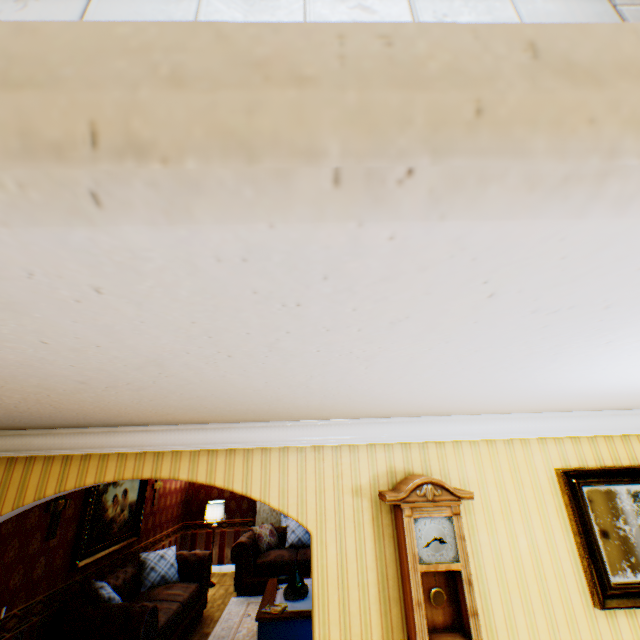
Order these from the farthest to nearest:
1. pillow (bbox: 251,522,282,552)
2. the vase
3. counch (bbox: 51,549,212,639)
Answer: pillow (bbox: 251,522,282,552) < the vase < counch (bbox: 51,549,212,639)

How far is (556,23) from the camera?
0.41m

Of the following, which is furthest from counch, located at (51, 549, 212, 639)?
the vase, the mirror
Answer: the mirror

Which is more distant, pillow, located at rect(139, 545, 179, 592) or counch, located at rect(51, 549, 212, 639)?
pillow, located at rect(139, 545, 179, 592)

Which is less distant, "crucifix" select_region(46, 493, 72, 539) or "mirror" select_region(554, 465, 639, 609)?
"mirror" select_region(554, 465, 639, 609)

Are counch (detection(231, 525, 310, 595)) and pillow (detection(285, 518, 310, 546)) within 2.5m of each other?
yes

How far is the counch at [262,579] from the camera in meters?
7.3

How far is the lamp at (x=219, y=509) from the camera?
8.25m
